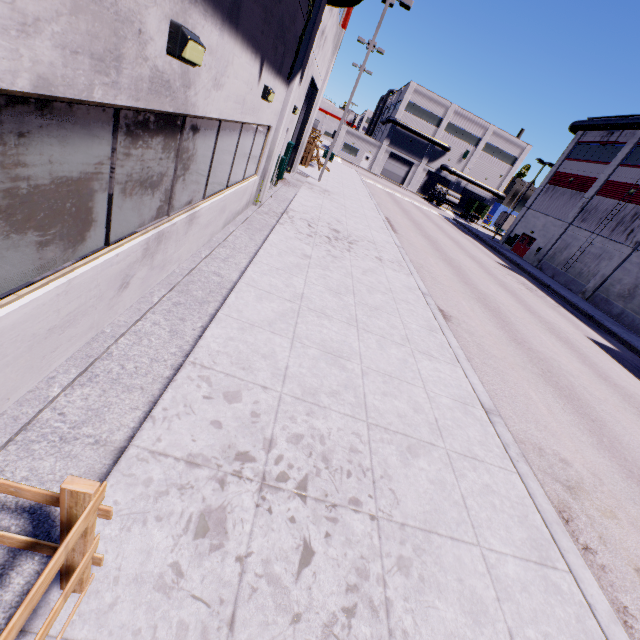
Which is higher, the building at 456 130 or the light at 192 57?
the building at 456 130

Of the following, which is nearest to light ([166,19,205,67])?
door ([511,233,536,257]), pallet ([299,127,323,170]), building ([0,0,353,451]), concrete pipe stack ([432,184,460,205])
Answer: building ([0,0,353,451])

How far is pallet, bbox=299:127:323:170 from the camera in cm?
2418

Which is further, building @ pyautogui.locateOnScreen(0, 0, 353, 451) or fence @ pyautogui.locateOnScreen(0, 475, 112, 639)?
building @ pyautogui.locateOnScreen(0, 0, 353, 451)

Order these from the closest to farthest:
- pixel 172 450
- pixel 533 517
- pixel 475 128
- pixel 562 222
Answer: pixel 172 450 < pixel 533 517 < pixel 562 222 < pixel 475 128

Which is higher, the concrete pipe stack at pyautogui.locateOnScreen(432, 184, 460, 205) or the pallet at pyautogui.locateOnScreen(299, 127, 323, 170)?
the concrete pipe stack at pyautogui.locateOnScreen(432, 184, 460, 205)

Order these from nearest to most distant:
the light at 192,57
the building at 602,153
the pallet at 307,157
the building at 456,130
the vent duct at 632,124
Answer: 1. the light at 192,57
2. the pallet at 307,157
3. the building at 602,153
4. the vent duct at 632,124
5. the building at 456,130

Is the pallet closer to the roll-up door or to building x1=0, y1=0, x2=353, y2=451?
building x1=0, y1=0, x2=353, y2=451
